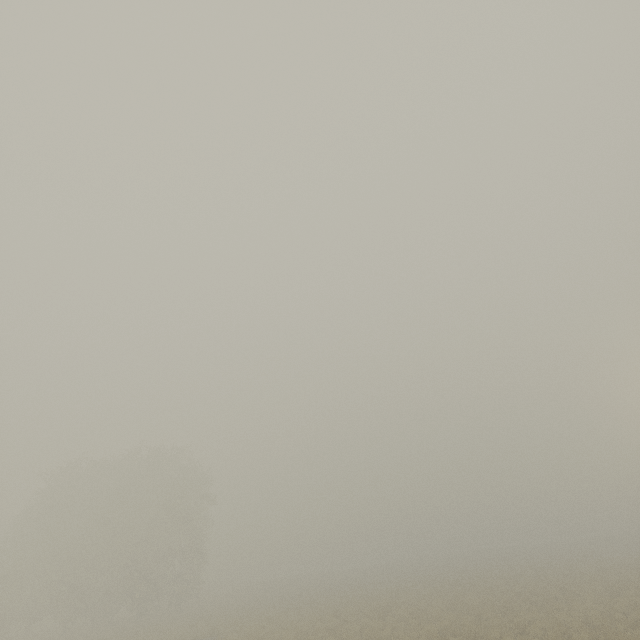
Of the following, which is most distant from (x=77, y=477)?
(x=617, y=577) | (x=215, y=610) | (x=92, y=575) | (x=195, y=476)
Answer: (x=617, y=577)
